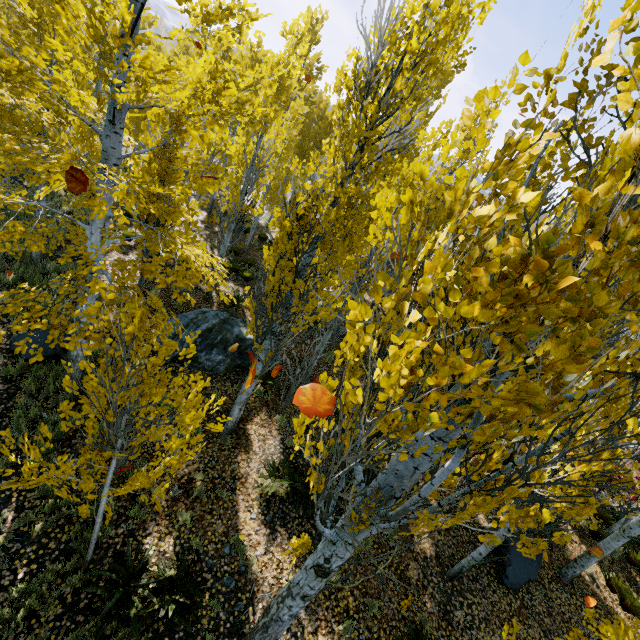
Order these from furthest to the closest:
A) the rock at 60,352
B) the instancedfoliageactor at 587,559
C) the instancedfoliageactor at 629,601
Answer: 1. the instancedfoliageactor at 587,559
2. the rock at 60,352
3. the instancedfoliageactor at 629,601

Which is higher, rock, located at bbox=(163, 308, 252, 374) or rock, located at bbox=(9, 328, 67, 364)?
rock, located at bbox=(163, 308, 252, 374)

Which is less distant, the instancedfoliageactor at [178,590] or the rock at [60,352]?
the instancedfoliageactor at [178,590]

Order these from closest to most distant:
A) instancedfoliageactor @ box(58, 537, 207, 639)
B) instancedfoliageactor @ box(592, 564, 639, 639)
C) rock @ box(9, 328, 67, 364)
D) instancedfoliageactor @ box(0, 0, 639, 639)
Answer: instancedfoliageactor @ box(0, 0, 639, 639) → instancedfoliageactor @ box(592, 564, 639, 639) → instancedfoliageactor @ box(58, 537, 207, 639) → rock @ box(9, 328, 67, 364)

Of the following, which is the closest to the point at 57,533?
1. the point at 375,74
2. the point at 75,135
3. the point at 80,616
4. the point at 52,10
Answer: the point at 80,616

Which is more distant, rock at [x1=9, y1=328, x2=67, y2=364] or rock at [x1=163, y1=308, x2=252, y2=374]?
rock at [x1=163, y1=308, x2=252, y2=374]

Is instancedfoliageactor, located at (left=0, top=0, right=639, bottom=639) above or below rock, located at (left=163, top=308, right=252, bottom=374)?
above

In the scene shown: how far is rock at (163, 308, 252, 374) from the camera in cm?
889
